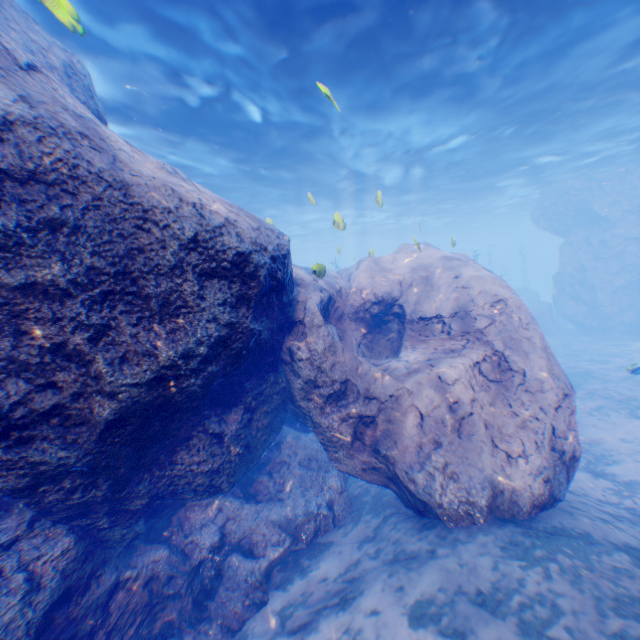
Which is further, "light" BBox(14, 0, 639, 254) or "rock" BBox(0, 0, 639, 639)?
"light" BBox(14, 0, 639, 254)

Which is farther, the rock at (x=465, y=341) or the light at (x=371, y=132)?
the light at (x=371, y=132)

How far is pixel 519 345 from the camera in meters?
7.0

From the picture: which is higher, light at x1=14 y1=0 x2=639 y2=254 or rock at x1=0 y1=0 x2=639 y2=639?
light at x1=14 y1=0 x2=639 y2=254

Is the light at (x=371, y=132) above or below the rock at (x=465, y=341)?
above
